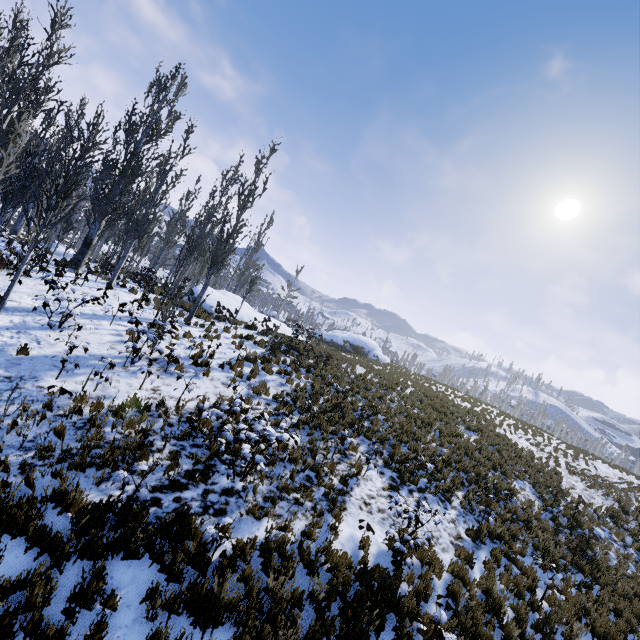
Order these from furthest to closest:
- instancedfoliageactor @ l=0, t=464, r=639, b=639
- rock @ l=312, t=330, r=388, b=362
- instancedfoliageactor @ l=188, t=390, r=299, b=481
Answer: rock @ l=312, t=330, r=388, b=362
instancedfoliageactor @ l=188, t=390, r=299, b=481
instancedfoliageactor @ l=0, t=464, r=639, b=639

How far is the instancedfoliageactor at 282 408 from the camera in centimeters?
666cm

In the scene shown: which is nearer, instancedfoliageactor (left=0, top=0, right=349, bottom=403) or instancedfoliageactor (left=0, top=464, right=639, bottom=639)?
instancedfoliageactor (left=0, top=464, right=639, bottom=639)

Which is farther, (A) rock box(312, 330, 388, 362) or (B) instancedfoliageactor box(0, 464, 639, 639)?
(A) rock box(312, 330, 388, 362)

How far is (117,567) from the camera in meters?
4.7 m

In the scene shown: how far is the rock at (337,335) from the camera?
38.7 meters
